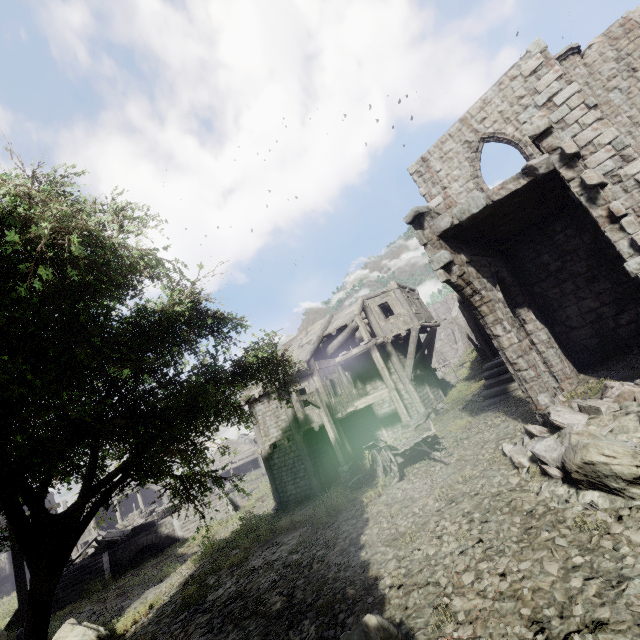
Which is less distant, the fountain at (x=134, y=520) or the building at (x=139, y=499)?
the fountain at (x=134, y=520)

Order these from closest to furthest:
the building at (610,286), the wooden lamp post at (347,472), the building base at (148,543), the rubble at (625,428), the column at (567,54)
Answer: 1. the rubble at (625,428)
2. the building at (610,286)
3. the column at (567,54)
4. the wooden lamp post at (347,472)
5. the building base at (148,543)

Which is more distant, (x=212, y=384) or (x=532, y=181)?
(x=532, y=181)

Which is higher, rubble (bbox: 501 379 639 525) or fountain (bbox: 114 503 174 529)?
fountain (bbox: 114 503 174 529)

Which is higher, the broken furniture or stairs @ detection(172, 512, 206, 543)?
the broken furniture

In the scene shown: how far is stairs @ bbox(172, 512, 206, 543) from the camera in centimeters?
2205cm

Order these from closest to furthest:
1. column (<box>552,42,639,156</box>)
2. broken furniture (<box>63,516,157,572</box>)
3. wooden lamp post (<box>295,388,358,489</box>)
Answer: column (<box>552,42,639,156</box>)
wooden lamp post (<box>295,388,358,489</box>)
broken furniture (<box>63,516,157,572</box>)

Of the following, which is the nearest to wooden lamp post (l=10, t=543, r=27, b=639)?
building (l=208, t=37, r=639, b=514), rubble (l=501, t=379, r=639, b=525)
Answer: building (l=208, t=37, r=639, b=514)
